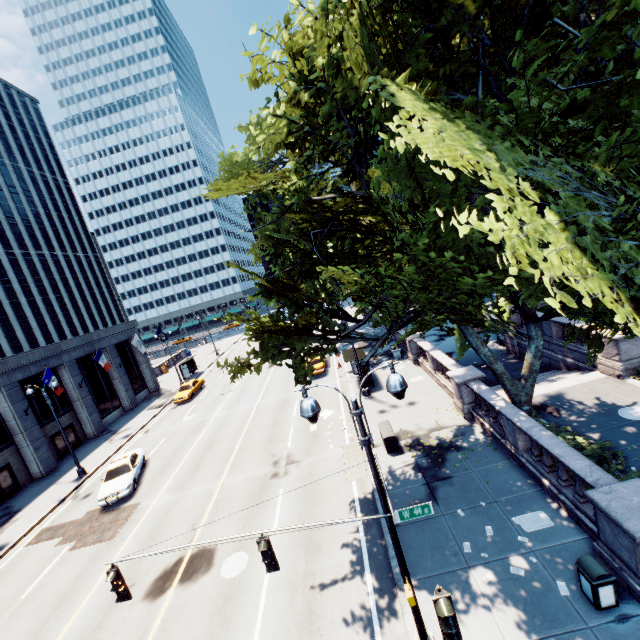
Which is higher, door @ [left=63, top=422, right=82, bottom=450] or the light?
the light

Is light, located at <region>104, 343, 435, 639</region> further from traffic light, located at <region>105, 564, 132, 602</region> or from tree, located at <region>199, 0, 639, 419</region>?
tree, located at <region>199, 0, 639, 419</region>

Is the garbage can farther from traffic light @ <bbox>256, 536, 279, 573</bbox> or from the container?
the container

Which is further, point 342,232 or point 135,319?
point 135,319

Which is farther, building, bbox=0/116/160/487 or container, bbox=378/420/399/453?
building, bbox=0/116/160/487

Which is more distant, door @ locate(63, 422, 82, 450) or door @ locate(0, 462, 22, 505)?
door @ locate(63, 422, 82, 450)

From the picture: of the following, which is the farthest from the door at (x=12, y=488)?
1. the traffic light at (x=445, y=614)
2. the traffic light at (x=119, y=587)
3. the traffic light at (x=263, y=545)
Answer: the traffic light at (x=445, y=614)

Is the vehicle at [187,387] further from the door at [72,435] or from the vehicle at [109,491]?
the vehicle at [109,491]
